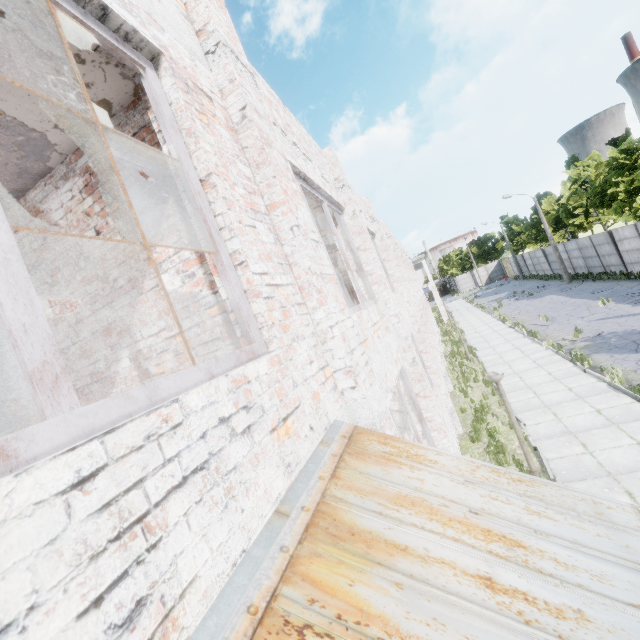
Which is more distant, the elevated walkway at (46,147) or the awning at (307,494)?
the elevated walkway at (46,147)

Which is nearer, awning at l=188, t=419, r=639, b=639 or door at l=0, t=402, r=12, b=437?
awning at l=188, t=419, r=639, b=639

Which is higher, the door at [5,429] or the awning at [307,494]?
the door at [5,429]

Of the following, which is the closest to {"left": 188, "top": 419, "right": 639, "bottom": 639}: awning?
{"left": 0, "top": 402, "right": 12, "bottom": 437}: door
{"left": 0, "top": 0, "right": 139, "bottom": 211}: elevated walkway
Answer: {"left": 0, "top": 0, "right": 139, "bottom": 211}: elevated walkway

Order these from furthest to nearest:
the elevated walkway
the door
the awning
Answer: the door, the elevated walkway, the awning

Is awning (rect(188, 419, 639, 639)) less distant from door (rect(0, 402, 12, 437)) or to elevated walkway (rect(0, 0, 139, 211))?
elevated walkway (rect(0, 0, 139, 211))

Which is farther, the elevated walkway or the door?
the door

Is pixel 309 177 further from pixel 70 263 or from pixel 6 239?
pixel 6 239
